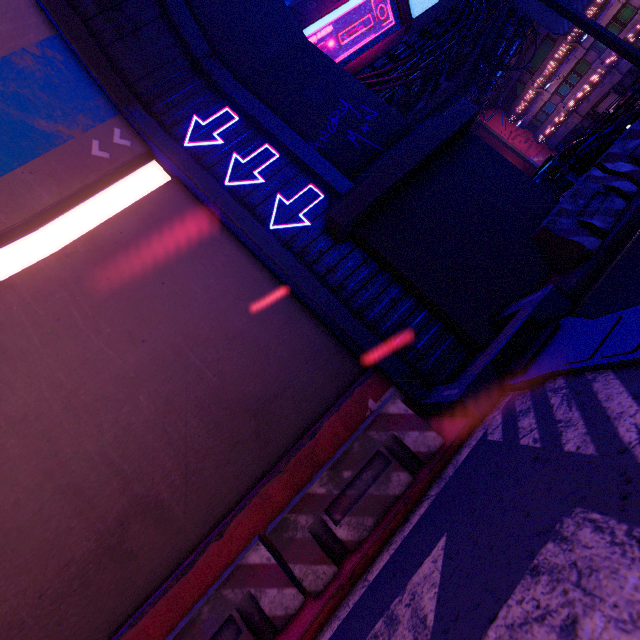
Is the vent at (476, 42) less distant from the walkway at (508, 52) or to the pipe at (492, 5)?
the pipe at (492, 5)

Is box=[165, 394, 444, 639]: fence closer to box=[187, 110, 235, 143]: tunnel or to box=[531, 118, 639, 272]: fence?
box=[187, 110, 235, 143]: tunnel

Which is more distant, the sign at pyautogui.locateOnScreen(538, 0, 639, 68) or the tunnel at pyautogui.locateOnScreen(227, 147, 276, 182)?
the sign at pyautogui.locateOnScreen(538, 0, 639, 68)

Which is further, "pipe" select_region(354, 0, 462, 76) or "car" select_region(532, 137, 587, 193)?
"pipe" select_region(354, 0, 462, 76)

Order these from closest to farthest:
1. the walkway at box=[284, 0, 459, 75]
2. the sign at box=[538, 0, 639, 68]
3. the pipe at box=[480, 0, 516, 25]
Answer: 1. the sign at box=[538, 0, 639, 68]
2. the walkway at box=[284, 0, 459, 75]
3. the pipe at box=[480, 0, 516, 25]

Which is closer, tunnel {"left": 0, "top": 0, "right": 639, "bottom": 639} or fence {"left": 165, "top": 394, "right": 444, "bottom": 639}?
tunnel {"left": 0, "top": 0, "right": 639, "bottom": 639}

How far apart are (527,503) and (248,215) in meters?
6.2

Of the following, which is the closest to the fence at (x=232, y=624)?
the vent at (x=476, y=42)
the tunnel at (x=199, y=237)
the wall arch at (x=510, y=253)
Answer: the tunnel at (x=199, y=237)
